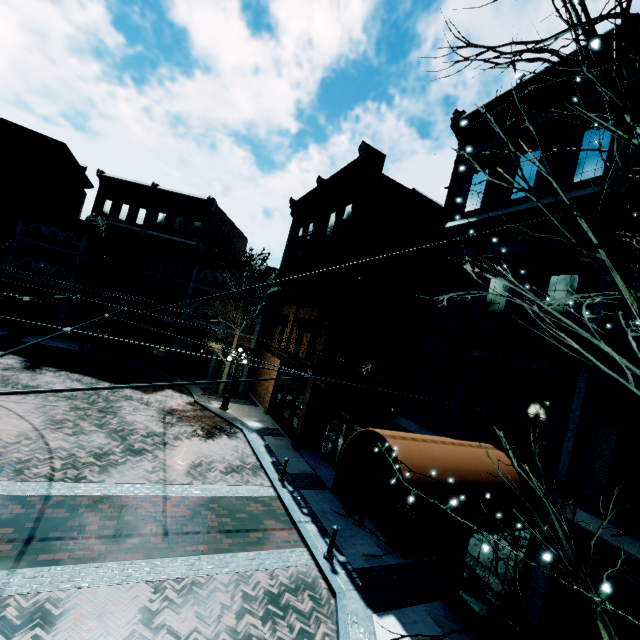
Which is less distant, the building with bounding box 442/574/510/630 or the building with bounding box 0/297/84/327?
the building with bounding box 442/574/510/630

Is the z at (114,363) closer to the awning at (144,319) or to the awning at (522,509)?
the awning at (144,319)

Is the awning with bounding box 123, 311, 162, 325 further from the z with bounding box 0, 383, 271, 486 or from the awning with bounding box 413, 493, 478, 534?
the awning with bounding box 413, 493, 478, 534

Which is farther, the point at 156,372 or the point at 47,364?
the point at 156,372

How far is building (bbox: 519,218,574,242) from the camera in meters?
7.7 m

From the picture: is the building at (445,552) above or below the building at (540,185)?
below

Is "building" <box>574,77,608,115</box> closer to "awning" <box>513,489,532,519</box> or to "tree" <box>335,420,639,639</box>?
"awning" <box>513,489,532,519</box>
